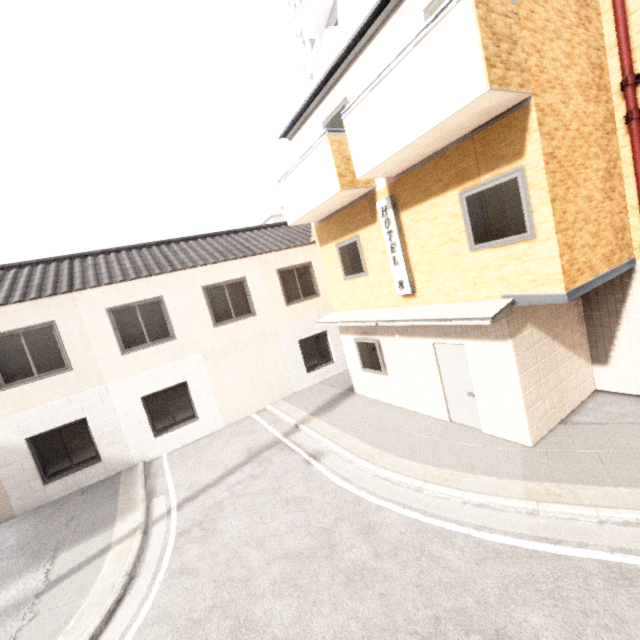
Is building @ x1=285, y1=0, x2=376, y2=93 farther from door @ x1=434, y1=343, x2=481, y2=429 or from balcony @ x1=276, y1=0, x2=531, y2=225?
door @ x1=434, y1=343, x2=481, y2=429

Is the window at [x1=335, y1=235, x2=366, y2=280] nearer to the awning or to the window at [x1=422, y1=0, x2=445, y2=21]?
the awning

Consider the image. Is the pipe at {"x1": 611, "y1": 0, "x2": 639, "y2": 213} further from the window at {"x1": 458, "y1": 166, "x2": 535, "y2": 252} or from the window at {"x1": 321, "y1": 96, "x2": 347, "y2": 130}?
the window at {"x1": 321, "y1": 96, "x2": 347, "y2": 130}

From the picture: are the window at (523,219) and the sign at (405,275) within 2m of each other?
yes

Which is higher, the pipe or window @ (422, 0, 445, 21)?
window @ (422, 0, 445, 21)

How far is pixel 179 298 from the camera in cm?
1120

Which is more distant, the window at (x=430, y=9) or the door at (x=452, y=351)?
the door at (x=452, y=351)

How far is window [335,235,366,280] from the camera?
9.1m
